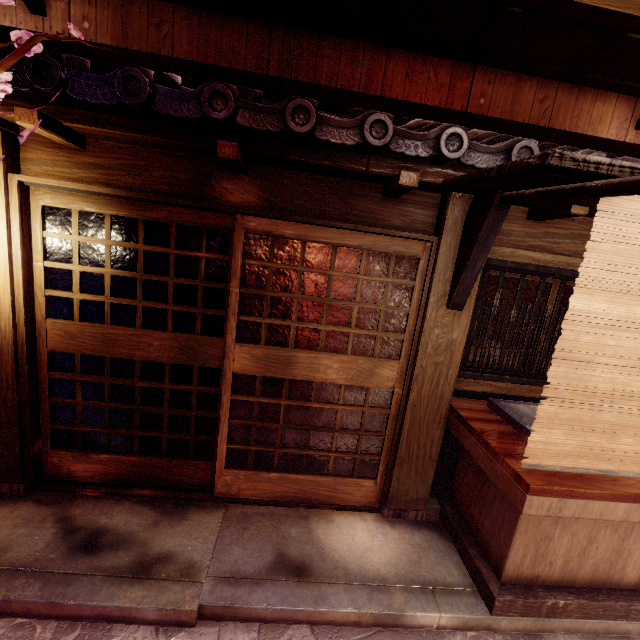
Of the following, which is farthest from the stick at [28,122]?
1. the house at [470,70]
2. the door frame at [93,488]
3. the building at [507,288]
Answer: the building at [507,288]

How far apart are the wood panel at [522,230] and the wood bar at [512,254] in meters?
0.2

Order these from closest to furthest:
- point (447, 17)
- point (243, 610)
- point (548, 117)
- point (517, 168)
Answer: point (517, 168) → point (243, 610) → point (447, 17) → point (548, 117)

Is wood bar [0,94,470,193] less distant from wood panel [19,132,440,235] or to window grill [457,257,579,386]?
wood panel [19,132,440,235]

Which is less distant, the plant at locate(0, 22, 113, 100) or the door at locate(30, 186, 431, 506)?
the plant at locate(0, 22, 113, 100)

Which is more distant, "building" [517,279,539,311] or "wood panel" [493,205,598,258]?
"building" [517,279,539,311]

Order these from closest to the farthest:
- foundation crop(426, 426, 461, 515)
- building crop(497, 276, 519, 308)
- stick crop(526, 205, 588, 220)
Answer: stick crop(526, 205, 588, 220), foundation crop(426, 426, 461, 515), building crop(497, 276, 519, 308)

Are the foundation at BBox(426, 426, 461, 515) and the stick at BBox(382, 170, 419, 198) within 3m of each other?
no
